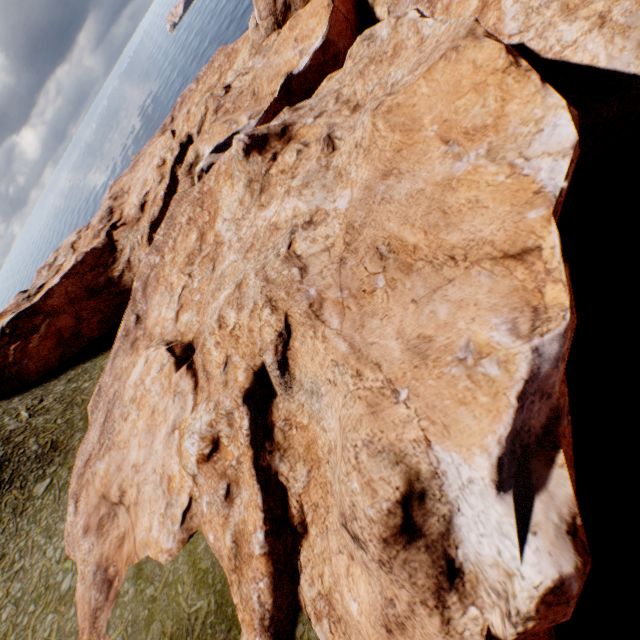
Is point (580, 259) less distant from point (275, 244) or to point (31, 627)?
point (275, 244)
